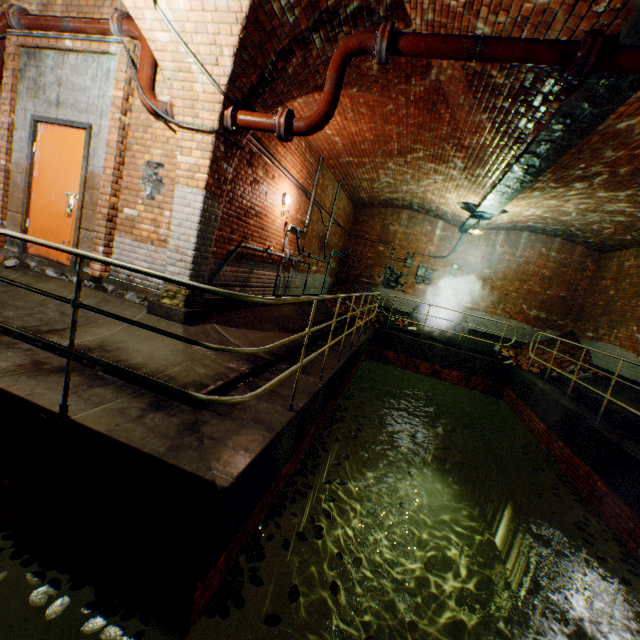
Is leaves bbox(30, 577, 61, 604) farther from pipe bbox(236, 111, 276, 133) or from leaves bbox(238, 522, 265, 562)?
pipe bbox(236, 111, 276, 133)

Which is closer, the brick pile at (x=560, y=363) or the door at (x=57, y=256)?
the door at (x=57, y=256)

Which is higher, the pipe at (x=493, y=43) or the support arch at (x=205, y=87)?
the pipe at (x=493, y=43)

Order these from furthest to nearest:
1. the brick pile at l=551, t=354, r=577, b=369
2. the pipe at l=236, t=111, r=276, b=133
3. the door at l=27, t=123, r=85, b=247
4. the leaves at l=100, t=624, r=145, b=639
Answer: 1. the brick pile at l=551, t=354, r=577, b=369
2. the door at l=27, t=123, r=85, b=247
3. the pipe at l=236, t=111, r=276, b=133
4. the leaves at l=100, t=624, r=145, b=639

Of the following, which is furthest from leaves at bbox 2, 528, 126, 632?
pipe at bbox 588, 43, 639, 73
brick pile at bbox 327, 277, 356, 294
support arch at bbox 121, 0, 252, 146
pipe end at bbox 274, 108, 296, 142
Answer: brick pile at bbox 327, 277, 356, 294

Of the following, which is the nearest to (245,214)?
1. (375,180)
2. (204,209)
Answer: (204,209)

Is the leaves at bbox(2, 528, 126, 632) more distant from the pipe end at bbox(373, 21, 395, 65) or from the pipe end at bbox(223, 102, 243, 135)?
the pipe end at bbox(373, 21, 395, 65)

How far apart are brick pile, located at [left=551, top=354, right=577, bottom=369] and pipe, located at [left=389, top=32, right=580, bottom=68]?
9.82m
